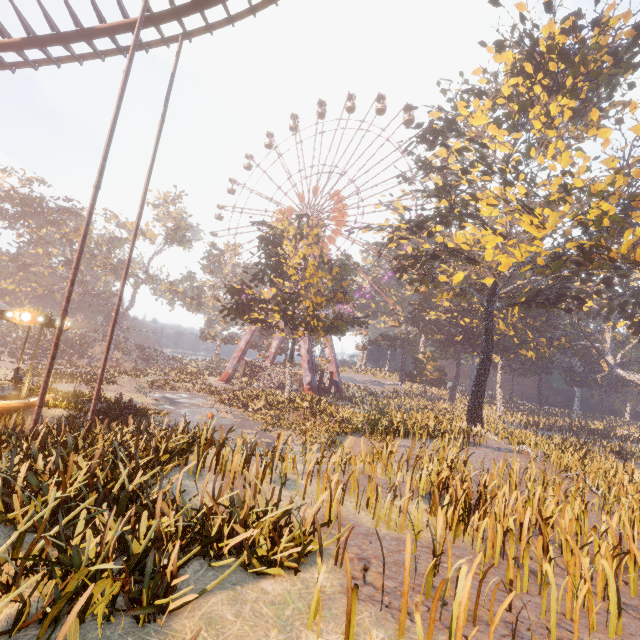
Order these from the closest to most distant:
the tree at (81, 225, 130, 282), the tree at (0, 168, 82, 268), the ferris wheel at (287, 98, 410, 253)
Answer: the tree at (0, 168, 82, 268), the ferris wheel at (287, 98, 410, 253), the tree at (81, 225, 130, 282)

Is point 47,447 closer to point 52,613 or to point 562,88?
point 52,613

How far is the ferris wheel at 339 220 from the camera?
46.56m

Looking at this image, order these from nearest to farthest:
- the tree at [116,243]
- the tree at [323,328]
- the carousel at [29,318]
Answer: the carousel at [29,318]
the tree at [323,328]
the tree at [116,243]

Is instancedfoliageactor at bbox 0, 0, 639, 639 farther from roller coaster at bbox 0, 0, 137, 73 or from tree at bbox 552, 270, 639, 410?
tree at bbox 552, 270, 639, 410

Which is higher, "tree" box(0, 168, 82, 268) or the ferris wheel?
the ferris wheel

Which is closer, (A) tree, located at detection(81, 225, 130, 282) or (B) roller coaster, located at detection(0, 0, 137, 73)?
(B) roller coaster, located at detection(0, 0, 137, 73)

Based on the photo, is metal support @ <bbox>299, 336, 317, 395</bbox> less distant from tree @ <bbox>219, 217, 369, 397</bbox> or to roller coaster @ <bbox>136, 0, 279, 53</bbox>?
tree @ <bbox>219, 217, 369, 397</bbox>
